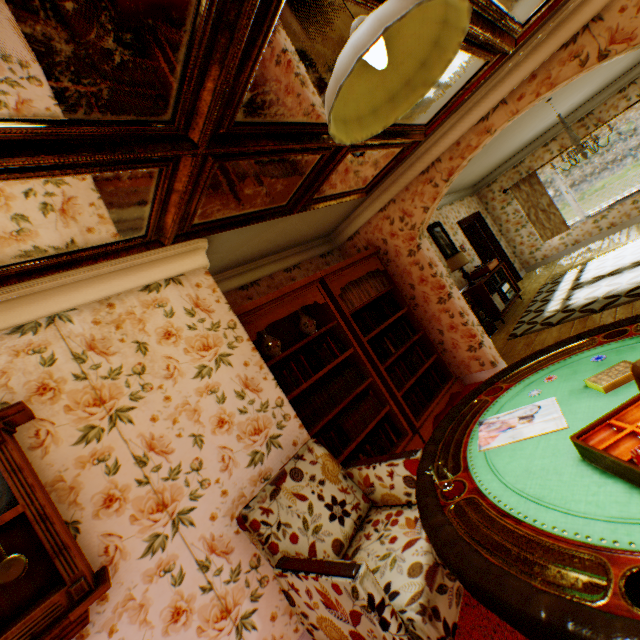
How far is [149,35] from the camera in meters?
1.2 m

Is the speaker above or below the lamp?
below

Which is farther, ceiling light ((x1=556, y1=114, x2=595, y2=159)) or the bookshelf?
ceiling light ((x1=556, y1=114, x2=595, y2=159))

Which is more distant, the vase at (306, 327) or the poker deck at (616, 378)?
the vase at (306, 327)

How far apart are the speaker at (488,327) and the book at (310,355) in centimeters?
366cm

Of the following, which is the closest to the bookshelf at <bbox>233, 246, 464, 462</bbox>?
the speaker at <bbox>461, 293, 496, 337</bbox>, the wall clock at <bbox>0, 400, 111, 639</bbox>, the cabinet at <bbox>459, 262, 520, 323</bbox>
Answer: the wall clock at <bbox>0, 400, 111, 639</bbox>

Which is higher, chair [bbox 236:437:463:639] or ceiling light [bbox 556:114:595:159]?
ceiling light [bbox 556:114:595:159]

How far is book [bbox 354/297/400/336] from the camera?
4.4m
